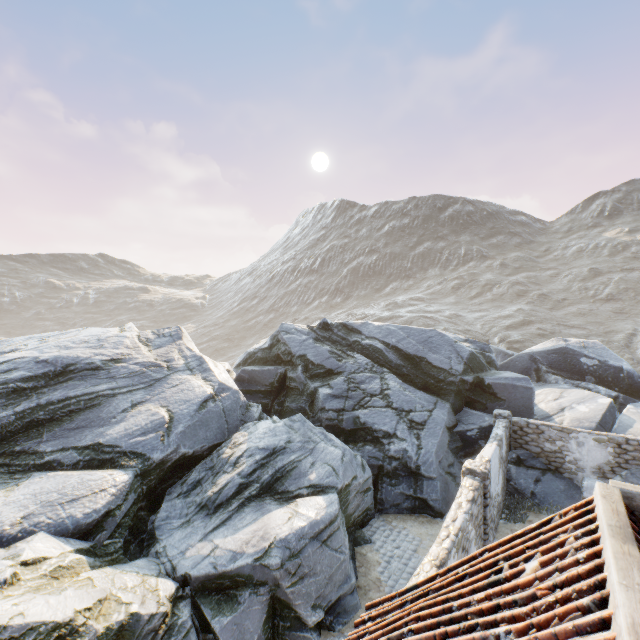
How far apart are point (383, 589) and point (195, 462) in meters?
7.4

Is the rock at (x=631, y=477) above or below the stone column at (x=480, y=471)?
below

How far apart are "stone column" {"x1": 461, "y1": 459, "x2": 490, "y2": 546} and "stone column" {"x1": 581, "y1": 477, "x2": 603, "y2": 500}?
5.5 meters

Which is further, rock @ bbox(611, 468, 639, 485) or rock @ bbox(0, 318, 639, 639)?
rock @ bbox(611, 468, 639, 485)

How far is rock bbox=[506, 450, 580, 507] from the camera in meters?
12.9

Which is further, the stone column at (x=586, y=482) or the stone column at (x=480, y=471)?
the stone column at (x=586, y=482)

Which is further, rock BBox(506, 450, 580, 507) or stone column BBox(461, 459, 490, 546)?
rock BBox(506, 450, 580, 507)
